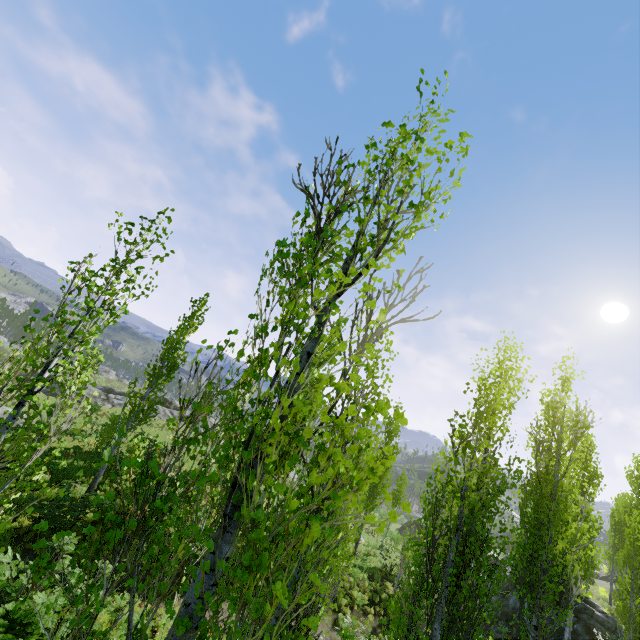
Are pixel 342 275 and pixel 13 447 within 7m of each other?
no

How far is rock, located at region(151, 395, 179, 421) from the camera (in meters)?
35.15

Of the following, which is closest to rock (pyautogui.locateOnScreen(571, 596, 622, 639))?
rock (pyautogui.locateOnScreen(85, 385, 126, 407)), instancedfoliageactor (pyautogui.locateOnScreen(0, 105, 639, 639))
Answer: instancedfoliageactor (pyautogui.locateOnScreen(0, 105, 639, 639))

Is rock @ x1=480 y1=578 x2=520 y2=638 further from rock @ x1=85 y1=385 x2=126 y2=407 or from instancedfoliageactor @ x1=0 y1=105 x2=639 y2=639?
rock @ x1=85 y1=385 x2=126 y2=407

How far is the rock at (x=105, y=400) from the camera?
34.1 meters

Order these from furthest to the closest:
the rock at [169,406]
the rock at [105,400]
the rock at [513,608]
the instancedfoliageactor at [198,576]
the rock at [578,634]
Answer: the rock at [169,406], the rock at [105,400], the rock at [513,608], the rock at [578,634], the instancedfoliageactor at [198,576]
